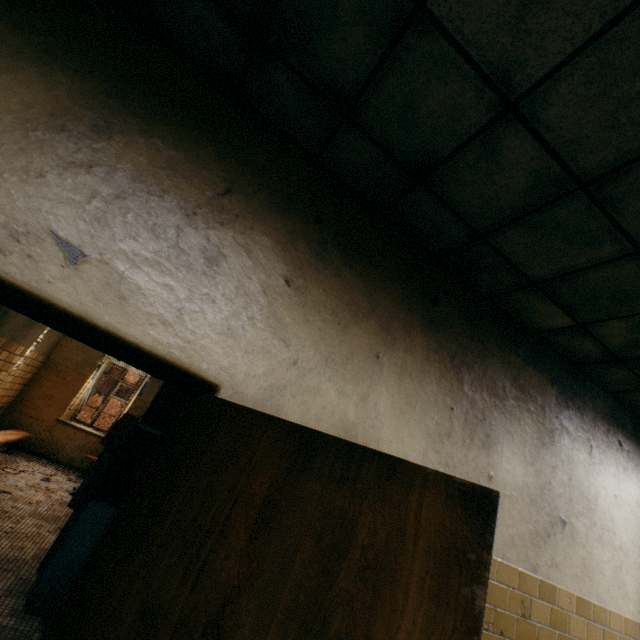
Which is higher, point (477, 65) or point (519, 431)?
point (477, 65)

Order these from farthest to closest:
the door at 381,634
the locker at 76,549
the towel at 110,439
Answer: the towel at 110,439 < the locker at 76,549 < the door at 381,634

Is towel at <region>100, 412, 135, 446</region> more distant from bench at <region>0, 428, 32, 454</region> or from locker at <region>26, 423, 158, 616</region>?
bench at <region>0, 428, 32, 454</region>

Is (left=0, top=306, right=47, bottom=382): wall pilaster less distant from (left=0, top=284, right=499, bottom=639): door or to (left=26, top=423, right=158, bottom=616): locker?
(left=26, top=423, right=158, bottom=616): locker

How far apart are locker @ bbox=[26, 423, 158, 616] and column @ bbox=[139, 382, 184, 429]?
0.0 meters

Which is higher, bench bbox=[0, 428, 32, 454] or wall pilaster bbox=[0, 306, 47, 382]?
wall pilaster bbox=[0, 306, 47, 382]

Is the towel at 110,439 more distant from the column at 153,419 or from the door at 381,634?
the door at 381,634

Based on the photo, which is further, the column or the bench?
the bench
